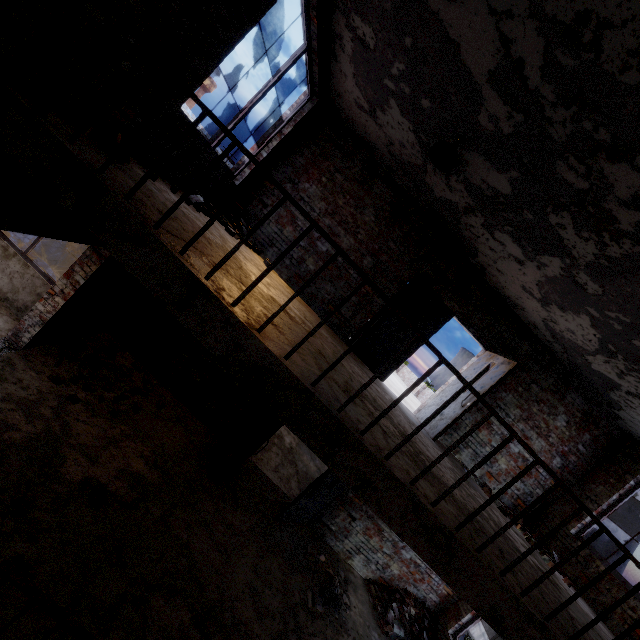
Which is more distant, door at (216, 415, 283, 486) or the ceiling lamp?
door at (216, 415, 283, 486)

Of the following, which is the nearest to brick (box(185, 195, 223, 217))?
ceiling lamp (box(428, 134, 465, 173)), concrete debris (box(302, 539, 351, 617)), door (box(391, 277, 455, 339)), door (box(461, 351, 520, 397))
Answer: ceiling lamp (box(428, 134, 465, 173))

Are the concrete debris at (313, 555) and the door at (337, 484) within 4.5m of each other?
yes

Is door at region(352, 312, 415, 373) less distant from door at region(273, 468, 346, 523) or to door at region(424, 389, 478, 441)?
door at region(424, 389, 478, 441)

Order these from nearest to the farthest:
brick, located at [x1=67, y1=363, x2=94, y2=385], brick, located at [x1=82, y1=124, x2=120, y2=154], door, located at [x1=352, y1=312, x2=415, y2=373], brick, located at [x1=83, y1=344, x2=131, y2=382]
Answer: brick, located at [x1=82, y1=124, x2=120, y2=154] < brick, located at [x1=67, y1=363, x2=94, y2=385] < brick, located at [x1=83, y1=344, x2=131, y2=382] < door, located at [x1=352, y1=312, x2=415, y2=373]

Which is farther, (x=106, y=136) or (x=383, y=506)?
(x=106, y=136)

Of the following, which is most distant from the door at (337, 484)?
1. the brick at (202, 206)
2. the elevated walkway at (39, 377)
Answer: the brick at (202, 206)

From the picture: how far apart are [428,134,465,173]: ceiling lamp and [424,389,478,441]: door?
3.9 meters
